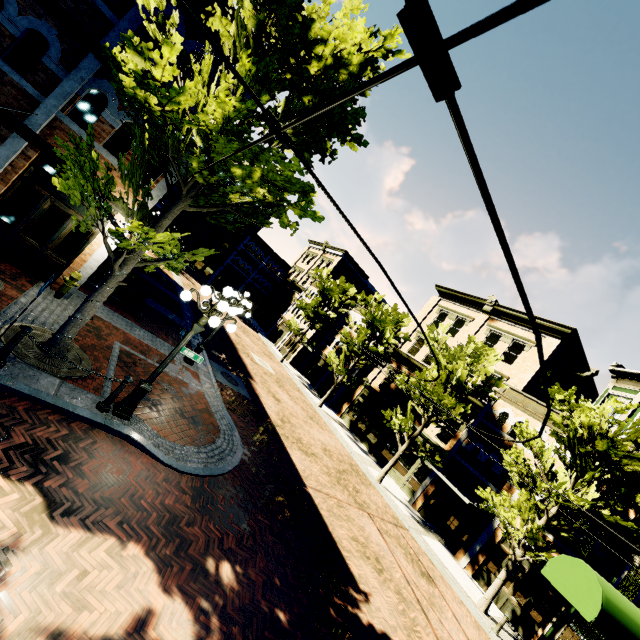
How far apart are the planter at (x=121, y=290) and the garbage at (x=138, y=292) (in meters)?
0.05

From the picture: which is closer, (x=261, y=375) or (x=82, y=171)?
(x=82, y=171)

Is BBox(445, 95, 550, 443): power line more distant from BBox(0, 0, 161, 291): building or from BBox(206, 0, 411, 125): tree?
BBox(0, 0, 161, 291): building

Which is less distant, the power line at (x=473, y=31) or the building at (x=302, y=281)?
the power line at (x=473, y=31)

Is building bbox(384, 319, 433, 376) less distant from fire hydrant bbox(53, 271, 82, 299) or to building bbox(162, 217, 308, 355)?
building bbox(162, 217, 308, 355)

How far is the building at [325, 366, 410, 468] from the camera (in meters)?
24.16

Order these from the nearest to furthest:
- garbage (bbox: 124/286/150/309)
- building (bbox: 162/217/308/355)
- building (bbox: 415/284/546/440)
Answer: garbage (bbox: 124/286/150/309) < building (bbox: 415/284/546/440) < building (bbox: 162/217/308/355)

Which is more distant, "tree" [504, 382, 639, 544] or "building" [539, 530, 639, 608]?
"building" [539, 530, 639, 608]
